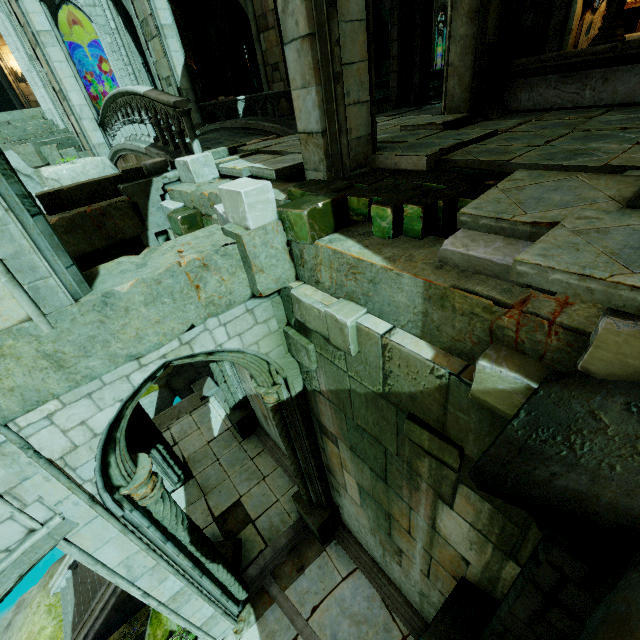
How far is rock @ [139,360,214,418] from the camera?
17.0m

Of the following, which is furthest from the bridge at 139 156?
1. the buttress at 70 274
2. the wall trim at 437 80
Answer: the wall trim at 437 80

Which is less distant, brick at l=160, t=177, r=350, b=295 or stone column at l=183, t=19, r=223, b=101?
brick at l=160, t=177, r=350, b=295

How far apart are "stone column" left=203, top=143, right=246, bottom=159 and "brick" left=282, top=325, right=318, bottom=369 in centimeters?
462cm

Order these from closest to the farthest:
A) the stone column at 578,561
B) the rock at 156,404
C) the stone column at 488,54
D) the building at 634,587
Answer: the building at 634,587 < the stone column at 578,561 < the stone column at 488,54 < the rock at 156,404

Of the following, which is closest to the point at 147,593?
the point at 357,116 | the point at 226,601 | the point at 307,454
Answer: the point at 226,601

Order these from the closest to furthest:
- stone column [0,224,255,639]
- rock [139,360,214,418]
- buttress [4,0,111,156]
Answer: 1. stone column [0,224,255,639]
2. buttress [4,0,111,156]
3. rock [139,360,214,418]

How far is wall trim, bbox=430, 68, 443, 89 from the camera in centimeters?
2308cm
